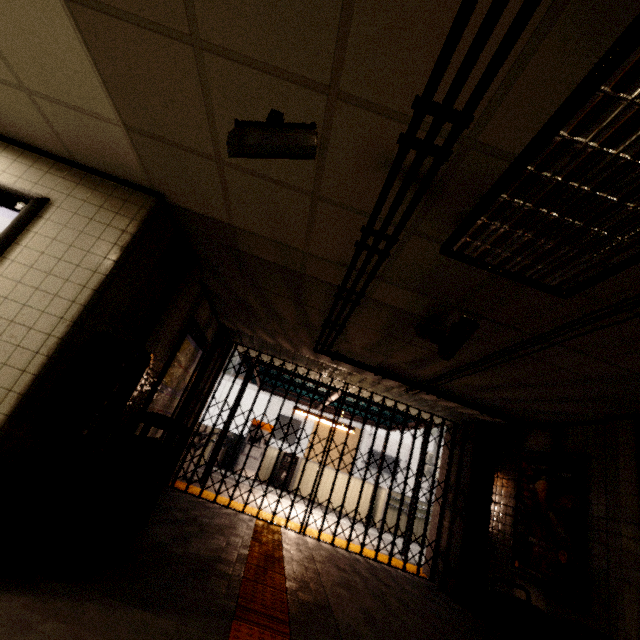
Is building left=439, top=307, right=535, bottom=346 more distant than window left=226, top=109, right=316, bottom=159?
Yes

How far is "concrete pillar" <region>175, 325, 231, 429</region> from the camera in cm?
564

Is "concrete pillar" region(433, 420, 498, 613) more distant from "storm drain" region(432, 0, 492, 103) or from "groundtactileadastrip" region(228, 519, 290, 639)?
"storm drain" region(432, 0, 492, 103)

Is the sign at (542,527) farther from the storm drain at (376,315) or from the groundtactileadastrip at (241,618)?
the groundtactileadastrip at (241,618)

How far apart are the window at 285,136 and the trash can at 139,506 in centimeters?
300cm

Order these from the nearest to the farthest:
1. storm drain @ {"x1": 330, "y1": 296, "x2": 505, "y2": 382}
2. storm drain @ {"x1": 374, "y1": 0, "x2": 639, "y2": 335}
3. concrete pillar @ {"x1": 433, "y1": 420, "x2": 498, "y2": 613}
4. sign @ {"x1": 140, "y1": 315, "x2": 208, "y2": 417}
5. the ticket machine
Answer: storm drain @ {"x1": 374, "y1": 0, "x2": 639, "y2": 335} → storm drain @ {"x1": 330, "y1": 296, "x2": 505, "y2": 382} → sign @ {"x1": 140, "y1": 315, "x2": 208, "y2": 417} → concrete pillar @ {"x1": 433, "y1": 420, "x2": 498, "y2": 613} → the ticket machine

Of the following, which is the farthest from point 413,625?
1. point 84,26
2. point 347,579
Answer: point 84,26

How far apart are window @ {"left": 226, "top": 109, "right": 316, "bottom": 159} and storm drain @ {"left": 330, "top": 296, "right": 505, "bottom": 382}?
1.6 meters
